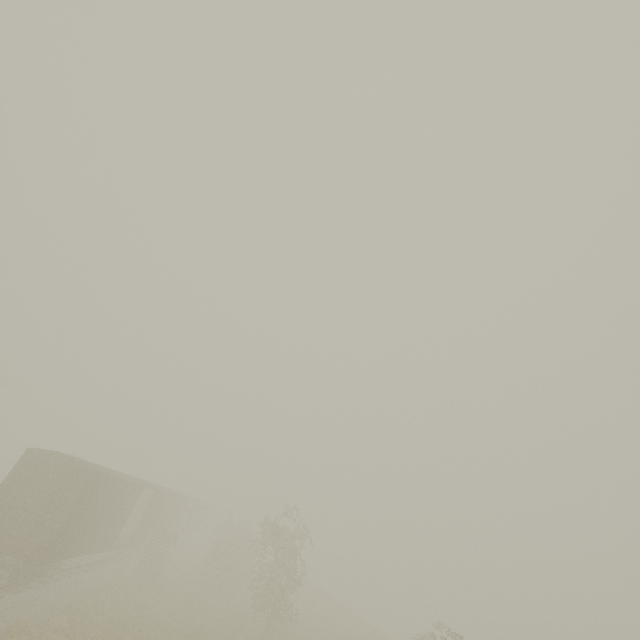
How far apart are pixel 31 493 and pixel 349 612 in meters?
34.1 m
